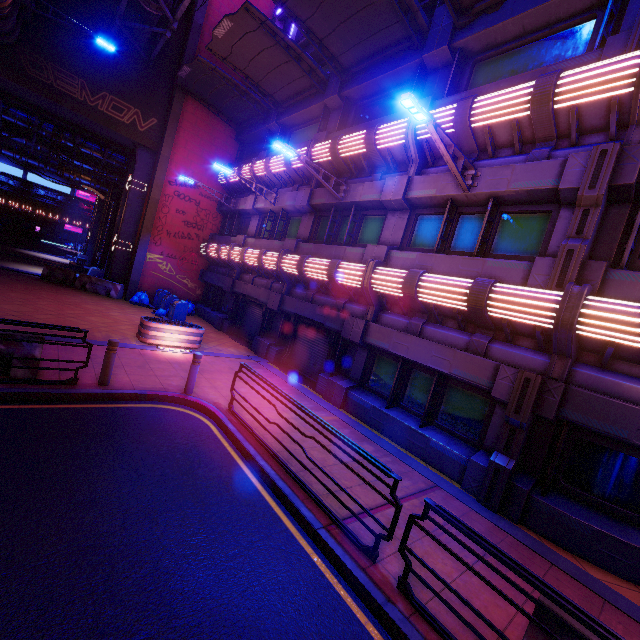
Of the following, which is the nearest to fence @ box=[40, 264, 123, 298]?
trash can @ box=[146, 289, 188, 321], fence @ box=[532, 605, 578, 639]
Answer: trash can @ box=[146, 289, 188, 321]

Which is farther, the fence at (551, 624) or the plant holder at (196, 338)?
the plant holder at (196, 338)

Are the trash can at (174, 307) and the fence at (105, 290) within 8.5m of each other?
yes

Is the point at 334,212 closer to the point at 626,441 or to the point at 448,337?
the point at 448,337

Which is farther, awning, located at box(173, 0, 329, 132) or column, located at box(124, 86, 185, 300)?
column, located at box(124, 86, 185, 300)

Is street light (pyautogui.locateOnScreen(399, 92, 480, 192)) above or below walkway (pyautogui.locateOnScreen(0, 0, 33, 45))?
below

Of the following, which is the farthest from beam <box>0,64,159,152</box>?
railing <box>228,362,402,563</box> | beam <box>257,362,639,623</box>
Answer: railing <box>228,362,402,563</box>

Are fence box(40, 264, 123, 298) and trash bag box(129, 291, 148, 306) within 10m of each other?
yes
